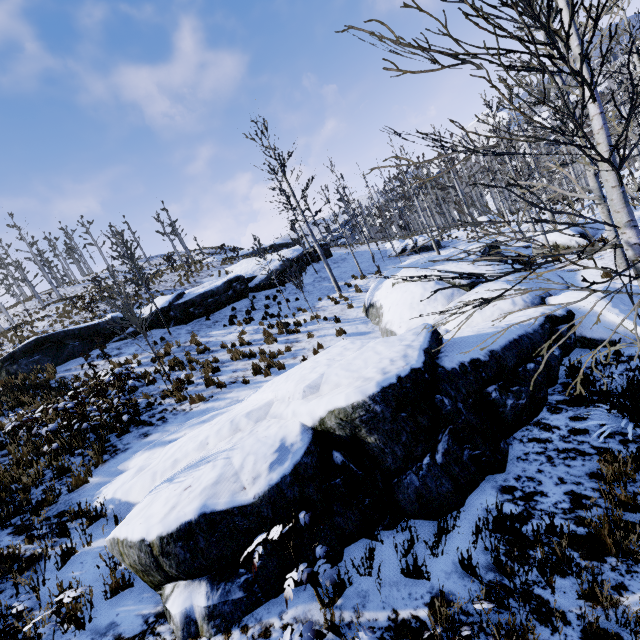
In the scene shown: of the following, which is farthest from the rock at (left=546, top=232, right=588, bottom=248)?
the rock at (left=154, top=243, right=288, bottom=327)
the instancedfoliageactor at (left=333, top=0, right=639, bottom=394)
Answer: the rock at (left=154, top=243, right=288, bottom=327)

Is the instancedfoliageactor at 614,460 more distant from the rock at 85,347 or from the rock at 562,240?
the rock at 85,347

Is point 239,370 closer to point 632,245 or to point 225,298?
point 225,298

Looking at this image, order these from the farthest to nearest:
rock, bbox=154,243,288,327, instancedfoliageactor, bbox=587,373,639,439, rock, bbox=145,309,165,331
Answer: rock, bbox=154,243,288,327, rock, bbox=145,309,165,331, instancedfoliageactor, bbox=587,373,639,439

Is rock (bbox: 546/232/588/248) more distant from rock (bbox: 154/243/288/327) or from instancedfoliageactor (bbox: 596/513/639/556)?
rock (bbox: 154/243/288/327)

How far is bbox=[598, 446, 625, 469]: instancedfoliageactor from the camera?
3.79m

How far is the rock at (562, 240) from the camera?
15.1m
